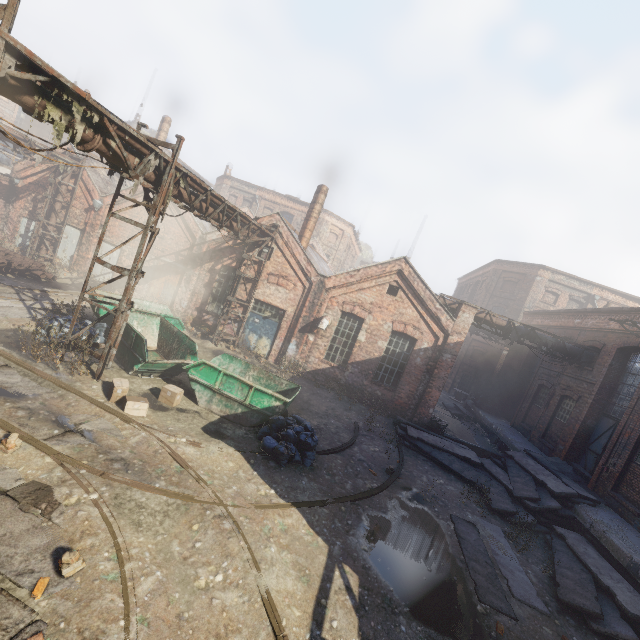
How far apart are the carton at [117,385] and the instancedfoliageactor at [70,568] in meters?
4.0 m

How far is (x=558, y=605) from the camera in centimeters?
736cm

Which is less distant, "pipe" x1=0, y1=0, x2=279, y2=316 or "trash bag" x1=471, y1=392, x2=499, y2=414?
"pipe" x1=0, y1=0, x2=279, y2=316

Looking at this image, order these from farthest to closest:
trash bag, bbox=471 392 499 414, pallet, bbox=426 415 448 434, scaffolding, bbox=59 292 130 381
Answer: trash bag, bbox=471 392 499 414 < pallet, bbox=426 415 448 434 < scaffolding, bbox=59 292 130 381

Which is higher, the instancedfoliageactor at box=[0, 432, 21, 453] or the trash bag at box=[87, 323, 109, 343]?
the trash bag at box=[87, 323, 109, 343]

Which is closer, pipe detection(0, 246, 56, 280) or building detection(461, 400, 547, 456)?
pipe detection(0, 246, 56, 280)

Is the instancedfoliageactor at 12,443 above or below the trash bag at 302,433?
below

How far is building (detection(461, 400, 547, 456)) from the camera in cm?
1617
